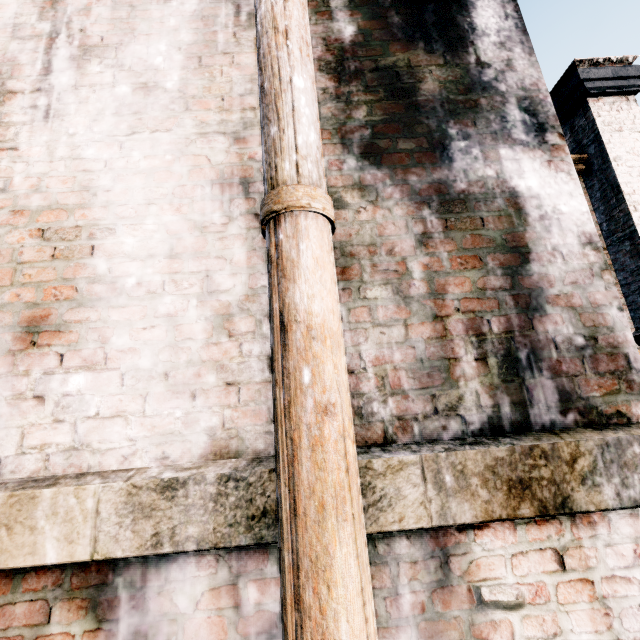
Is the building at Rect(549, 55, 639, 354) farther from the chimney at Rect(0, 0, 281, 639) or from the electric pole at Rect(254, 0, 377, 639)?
the electric pole at Rect(254, 0, 377, 639)

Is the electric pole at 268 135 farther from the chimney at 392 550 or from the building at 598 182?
the building at 598 182

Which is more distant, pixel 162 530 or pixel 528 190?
pixel 528 190

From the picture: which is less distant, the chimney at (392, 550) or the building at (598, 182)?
the chimney at (392, 550)

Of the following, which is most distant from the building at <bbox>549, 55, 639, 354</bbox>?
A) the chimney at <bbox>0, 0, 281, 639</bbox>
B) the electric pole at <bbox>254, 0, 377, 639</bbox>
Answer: the electric pole at <bbox>254, 0, 377, 639</bbox>
